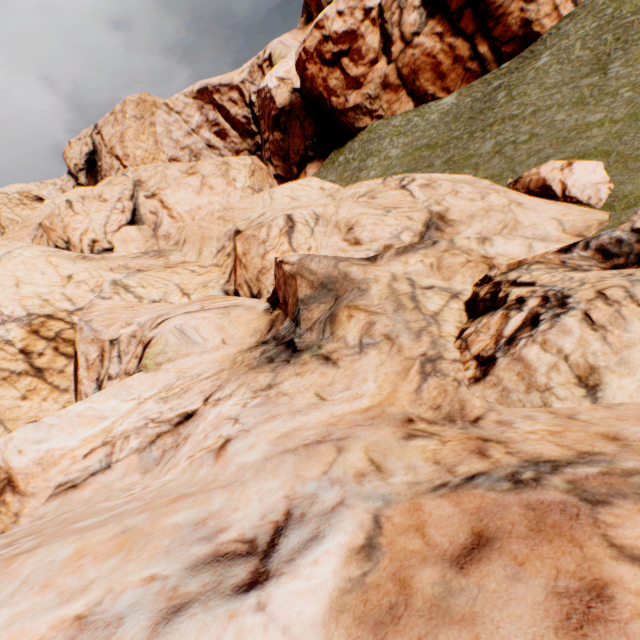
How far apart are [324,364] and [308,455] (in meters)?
3.05
